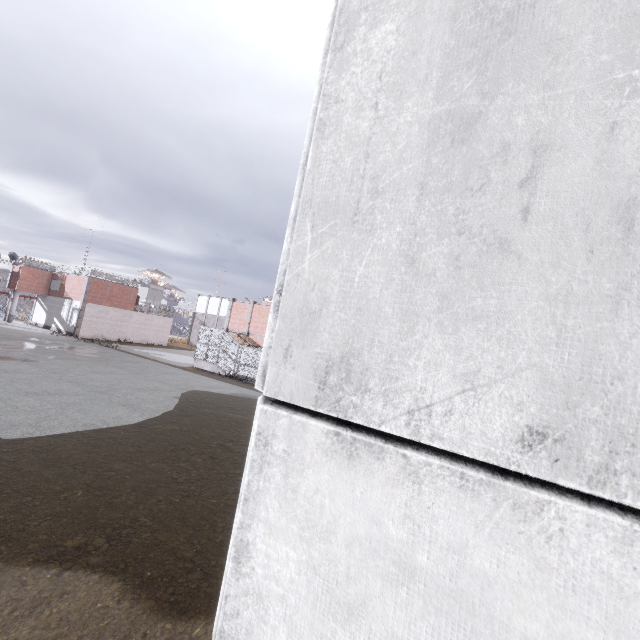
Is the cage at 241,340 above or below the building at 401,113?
below

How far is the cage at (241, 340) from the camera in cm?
2648

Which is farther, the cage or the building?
the cage

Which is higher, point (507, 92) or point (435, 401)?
point (507, 92)

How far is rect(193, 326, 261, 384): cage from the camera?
26.48m

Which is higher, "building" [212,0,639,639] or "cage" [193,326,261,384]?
"building" [212,0,639,639]
